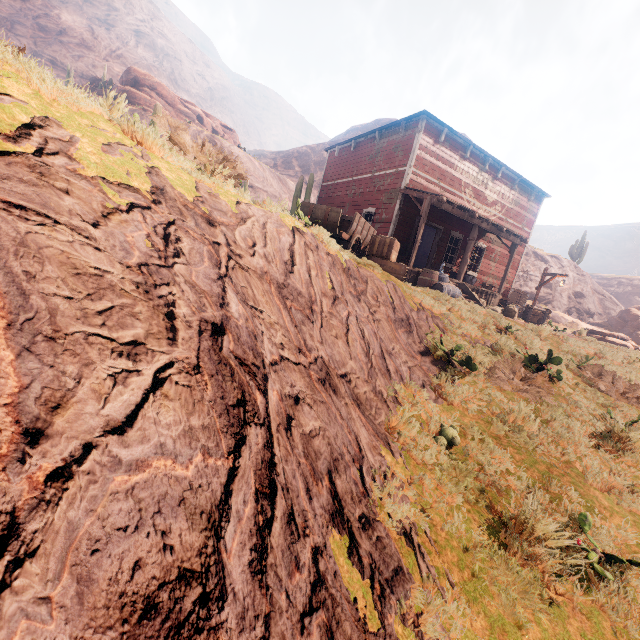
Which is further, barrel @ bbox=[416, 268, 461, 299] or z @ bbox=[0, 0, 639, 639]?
barrel @ bbox=[416, 268, 461, 299]

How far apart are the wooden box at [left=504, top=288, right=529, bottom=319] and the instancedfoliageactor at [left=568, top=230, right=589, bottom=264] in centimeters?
2375cm

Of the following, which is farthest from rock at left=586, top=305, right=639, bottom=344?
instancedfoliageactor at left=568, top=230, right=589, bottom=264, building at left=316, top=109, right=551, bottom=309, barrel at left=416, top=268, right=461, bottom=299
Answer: barrel at left=416, top=268, right=461, bottom=299

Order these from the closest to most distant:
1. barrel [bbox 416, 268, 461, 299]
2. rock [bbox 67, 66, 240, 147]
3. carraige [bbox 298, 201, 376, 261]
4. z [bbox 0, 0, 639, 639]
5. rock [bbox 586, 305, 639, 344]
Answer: z [bbox 0, 0, 639, 639]
carraige [bbox 298, 201, 376, 261]
barrel [bbox 416, 268, 461, 299]
rock [bbox 586, 305, 639, 344]
rock [bbox 67, 66, 240, 147]

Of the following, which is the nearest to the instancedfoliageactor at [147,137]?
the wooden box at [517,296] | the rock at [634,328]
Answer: the wooden box at [517,296]

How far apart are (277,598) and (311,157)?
64.1m

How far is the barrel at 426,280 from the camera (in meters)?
10.50

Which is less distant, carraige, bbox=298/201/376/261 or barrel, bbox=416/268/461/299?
carraige, bbox=298/201/376/261
